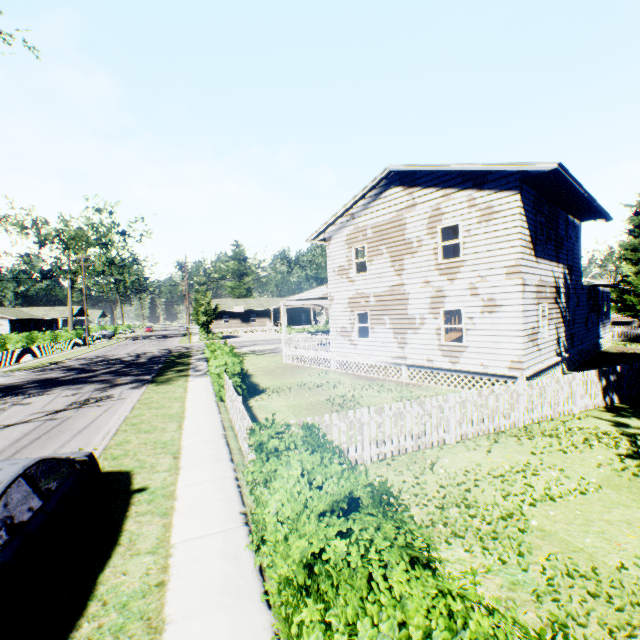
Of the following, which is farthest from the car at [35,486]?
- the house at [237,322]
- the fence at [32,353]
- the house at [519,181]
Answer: the house at [237,322]

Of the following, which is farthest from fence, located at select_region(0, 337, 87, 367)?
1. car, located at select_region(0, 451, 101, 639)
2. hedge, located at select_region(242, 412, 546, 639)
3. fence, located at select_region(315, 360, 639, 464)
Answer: hedge, located at select_region(242, 412, 546, 639)

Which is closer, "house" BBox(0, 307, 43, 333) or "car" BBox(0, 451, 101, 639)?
"car" BBox(0, 451, 101, 639)

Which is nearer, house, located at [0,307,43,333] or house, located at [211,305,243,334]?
Result: house, located at [0,307,43,333]

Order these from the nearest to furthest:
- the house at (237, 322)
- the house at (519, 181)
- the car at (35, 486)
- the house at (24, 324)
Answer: the car at (35, 486), the house at (519, 181), the house at (24, 324), the house at (237, 322)

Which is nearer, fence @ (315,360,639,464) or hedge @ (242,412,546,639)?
hedge @ (242,412,546,639)

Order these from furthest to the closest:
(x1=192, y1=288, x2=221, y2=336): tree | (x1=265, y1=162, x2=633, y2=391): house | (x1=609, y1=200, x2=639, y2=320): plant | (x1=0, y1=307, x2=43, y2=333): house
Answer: (x1=0, y1=307, x2=43, y2=333): house
(x1=192, y1=288, x2=221, y2=336): tree
(x1=609, y1=200, x2=639, y2=320): plant
(x1=265, y1=162, x2=633, y2=391): house

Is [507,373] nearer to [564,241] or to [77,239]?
[564,241]
